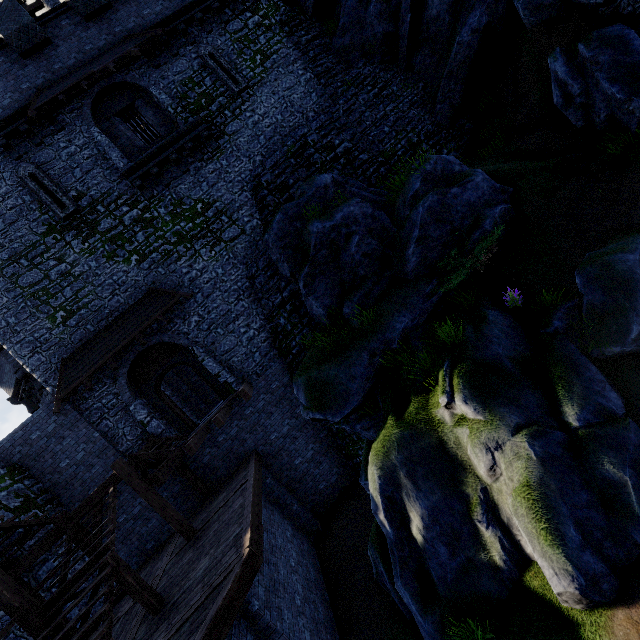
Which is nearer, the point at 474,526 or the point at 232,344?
the point at 474,526

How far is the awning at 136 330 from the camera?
11.88m

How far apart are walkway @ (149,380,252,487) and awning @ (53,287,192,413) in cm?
365

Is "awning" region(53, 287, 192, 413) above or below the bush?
above

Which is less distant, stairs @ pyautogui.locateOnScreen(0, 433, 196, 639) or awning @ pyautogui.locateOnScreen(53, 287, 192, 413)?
stairs @ pyautogui.locateOnScreen(0, 433, 196, 639)

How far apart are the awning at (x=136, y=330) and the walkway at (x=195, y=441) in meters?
3.7

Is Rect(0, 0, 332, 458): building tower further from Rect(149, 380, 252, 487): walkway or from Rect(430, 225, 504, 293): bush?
Rect(430, 225, 504, 293): bush

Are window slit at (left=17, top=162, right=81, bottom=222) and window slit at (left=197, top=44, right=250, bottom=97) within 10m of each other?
yes
